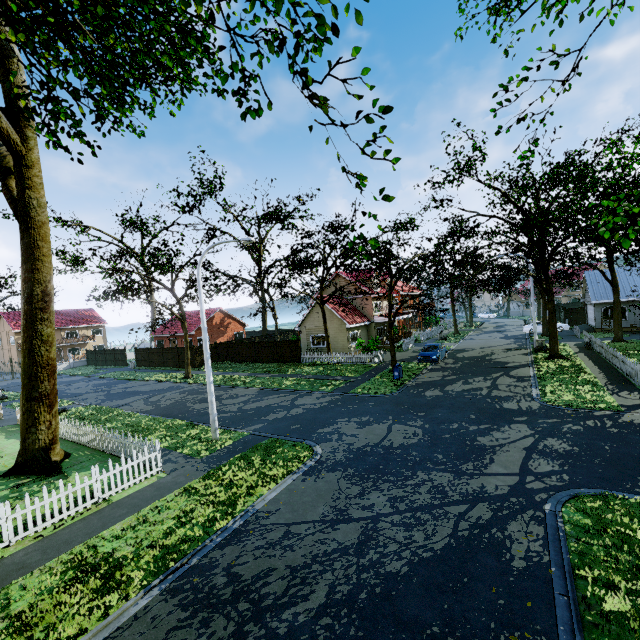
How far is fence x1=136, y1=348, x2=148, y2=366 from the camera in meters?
40.8

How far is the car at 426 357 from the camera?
25.9m

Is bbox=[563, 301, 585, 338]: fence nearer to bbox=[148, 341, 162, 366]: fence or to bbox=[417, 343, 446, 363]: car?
bbox=[148, 341, 162, 366]: fence

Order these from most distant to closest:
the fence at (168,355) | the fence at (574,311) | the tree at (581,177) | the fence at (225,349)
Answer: the fence at (168,355)
the fence at (225,349)
the fence at (574,311)
the tree at (581,177)

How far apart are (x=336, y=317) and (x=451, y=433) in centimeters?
2195cm

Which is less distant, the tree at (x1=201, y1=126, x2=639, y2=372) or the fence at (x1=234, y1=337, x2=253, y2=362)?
the tree at (x1=201, y1=126, x2=639, y2=372)

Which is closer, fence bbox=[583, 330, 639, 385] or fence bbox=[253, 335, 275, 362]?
fence bbox=[583, 330, 639, 385]

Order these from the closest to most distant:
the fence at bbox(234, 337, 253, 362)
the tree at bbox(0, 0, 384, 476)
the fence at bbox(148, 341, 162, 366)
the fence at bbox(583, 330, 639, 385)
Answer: the tree at bbox(0, 0, 384, 476)
the fence at bbox(583, 330, 639, 385)
the fence at bbox(234, 337, 253, 362)
the fence at bbox(148, 341, 162, 366)
